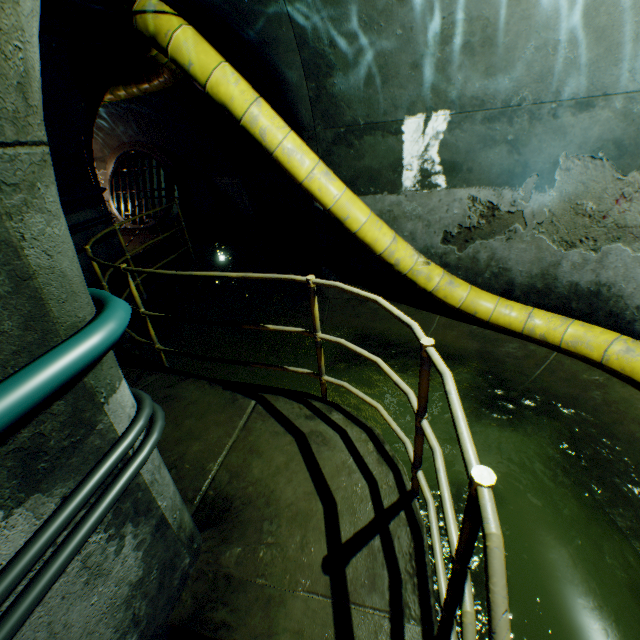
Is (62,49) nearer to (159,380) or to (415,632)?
(159,380)

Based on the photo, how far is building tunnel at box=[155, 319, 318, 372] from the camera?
5.3m

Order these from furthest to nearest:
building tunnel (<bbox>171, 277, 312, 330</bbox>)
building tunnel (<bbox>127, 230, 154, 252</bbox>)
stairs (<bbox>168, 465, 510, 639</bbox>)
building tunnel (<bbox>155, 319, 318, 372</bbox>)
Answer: building tunnel (<bbox>127, 230, 154, 252</bbox>), building tunnel (<bbox>171, 277, 312, 330</bbox>), building tunnel (<bbox>155, 319, 318, 372</bbox>), stairs (<bbox>168, 465, 510, 639</bbox>)

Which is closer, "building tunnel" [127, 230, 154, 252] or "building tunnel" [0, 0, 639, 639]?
"building tunnel" [0, 0, 639, 639]

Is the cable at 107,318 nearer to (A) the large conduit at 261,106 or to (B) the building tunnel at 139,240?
(B) the building tunnel at 139,240

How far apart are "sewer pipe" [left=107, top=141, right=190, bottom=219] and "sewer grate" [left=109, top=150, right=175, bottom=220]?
0.0 meters

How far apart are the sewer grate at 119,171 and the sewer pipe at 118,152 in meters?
0.0

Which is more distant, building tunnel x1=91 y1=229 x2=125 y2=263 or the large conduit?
building tunnel x1=91 y1=229 x2=125 y2=263
